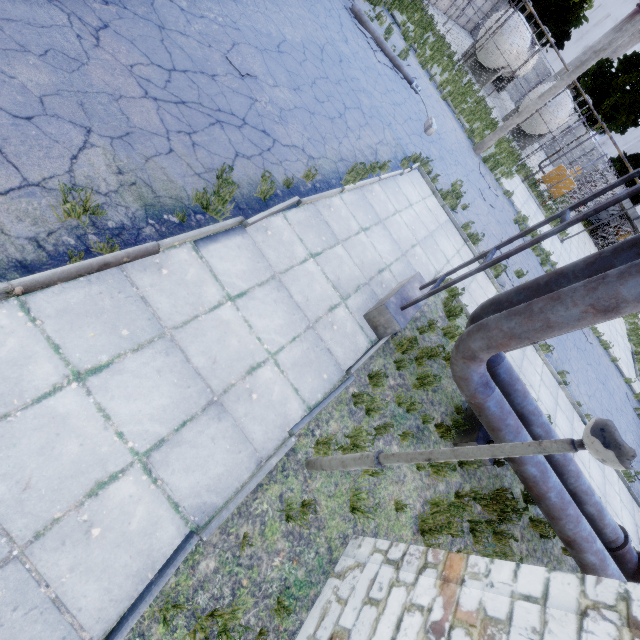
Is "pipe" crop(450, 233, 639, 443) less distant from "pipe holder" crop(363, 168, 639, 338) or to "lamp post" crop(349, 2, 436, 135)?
"pipe holder" crop(363, 168, 639, 338)

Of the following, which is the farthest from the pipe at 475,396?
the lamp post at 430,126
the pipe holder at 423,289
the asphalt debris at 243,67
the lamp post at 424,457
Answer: the lamp post at 430,126

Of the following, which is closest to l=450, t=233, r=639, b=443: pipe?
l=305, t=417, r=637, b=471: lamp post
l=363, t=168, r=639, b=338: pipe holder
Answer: l=363, t=168, r=639, b=338: pipe holder

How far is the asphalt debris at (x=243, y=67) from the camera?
6.68m

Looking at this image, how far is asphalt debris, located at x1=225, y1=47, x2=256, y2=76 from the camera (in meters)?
6.68

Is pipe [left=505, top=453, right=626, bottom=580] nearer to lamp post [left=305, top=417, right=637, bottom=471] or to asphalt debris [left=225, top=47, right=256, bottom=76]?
lamp post [left=305, top=417, right=637, bottom=471]

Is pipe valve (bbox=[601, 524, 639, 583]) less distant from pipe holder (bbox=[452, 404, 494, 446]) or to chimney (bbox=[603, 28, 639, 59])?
pipe holder (bbox=[452, 404, 494, 446])

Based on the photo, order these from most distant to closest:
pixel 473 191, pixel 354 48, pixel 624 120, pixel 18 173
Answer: pixel 624 120
pixel 473 191
pixel 354 48
pixel 18 173
